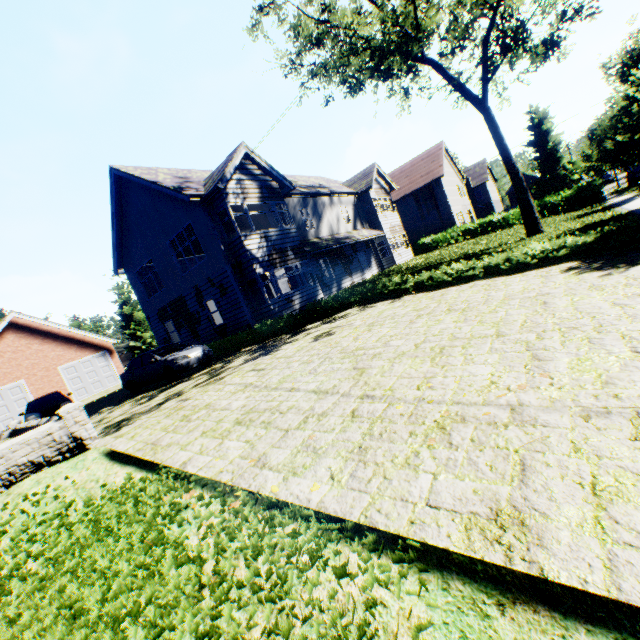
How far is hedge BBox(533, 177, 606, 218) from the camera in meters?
24.6 m

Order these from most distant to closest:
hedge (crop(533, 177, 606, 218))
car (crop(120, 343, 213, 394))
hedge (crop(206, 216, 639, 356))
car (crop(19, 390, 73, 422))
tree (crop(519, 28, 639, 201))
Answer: hedge (crop(533, 177, 606, 218))
car (crop(19, 390, 73, 422))
tree (crop(519, 28, 639, 201))
car (crop(120, 343, 213, 394))
hedge (crop(206, 216, 639, 356))

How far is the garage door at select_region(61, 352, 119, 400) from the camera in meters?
24.9

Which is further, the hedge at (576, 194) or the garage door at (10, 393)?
the hedge at (576, 194)

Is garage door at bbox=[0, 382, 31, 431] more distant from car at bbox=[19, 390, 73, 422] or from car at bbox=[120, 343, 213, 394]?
car at bbox=[120, 343, 213, 394]

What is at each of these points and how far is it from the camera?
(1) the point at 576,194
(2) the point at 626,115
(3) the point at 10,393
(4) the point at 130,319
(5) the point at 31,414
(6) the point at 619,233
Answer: (1) hedge, 25.7m
(2) tree, 14.5m
(3) garage door, 22.2m
(4) tree, 51.4m
(5) car, 15.3m
(6) hedge, 8.4m

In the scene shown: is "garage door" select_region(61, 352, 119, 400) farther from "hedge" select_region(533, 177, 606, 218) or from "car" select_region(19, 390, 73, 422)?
"hedge" select_region(533, 177, 606, 218)

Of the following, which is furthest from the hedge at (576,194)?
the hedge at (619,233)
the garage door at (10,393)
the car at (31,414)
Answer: the garage door at (10,393)
